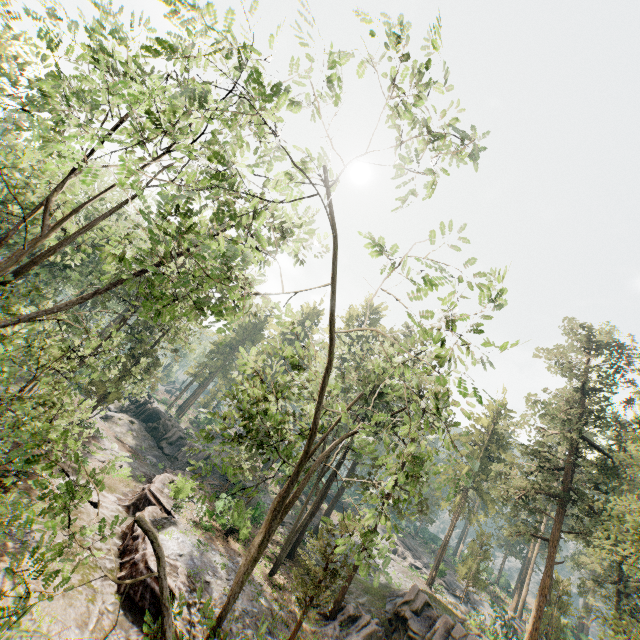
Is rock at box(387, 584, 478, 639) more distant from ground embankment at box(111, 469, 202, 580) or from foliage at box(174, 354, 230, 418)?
ground embankment at box(111, 469, 202, 580)

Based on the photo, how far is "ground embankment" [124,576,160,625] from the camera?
14.12m

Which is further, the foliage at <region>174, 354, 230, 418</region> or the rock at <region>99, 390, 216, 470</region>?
the foliage at <region>174, 354, 230, 418</region>

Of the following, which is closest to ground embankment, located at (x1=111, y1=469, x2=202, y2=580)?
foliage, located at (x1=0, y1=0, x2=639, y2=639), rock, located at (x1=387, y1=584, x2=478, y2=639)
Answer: foliage, located at (x1=0, y1=0, x2=639, y2=639)

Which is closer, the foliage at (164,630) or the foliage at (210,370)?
the foliage at (164,630)

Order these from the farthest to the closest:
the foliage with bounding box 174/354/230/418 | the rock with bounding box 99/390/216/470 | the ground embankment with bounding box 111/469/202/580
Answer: the foliage with bounding box 174/354/230/418 → the rock with bounding box 99/390/216/470 → the ground embankment with bounding box 111/469/202/580

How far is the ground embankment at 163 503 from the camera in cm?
1532

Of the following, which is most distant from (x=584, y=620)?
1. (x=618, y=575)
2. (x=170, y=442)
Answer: (x=170, y=442)
